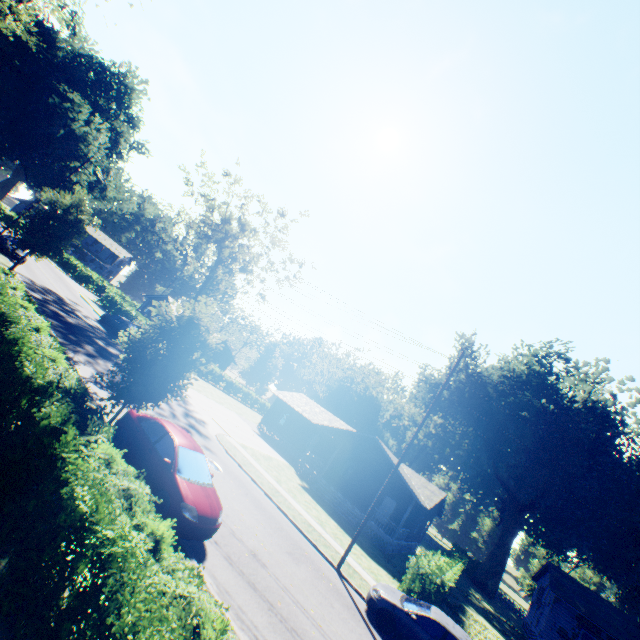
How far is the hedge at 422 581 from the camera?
15.41m

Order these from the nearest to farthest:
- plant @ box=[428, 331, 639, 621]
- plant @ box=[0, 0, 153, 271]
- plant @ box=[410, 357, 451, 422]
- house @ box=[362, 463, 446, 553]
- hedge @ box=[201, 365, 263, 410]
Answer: plant @ box=[0, 0, 153, 271] < house @ box=[362, 463, 446, 553] < plant @ box=[428, 331, 639, 621] < hedge @ box=[201, 365, 263, 410] < plant @ box=[410, 357, 451, 422]

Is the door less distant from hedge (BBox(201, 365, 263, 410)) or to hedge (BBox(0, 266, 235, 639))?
hedge (BBox(201, 365, 263, 410))

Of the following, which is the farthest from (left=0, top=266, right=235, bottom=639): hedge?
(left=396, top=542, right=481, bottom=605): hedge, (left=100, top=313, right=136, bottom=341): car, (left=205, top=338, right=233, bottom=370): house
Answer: (left=205, top=338, right=233, bottom=370): house

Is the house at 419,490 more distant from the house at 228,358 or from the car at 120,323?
the house at 228,358

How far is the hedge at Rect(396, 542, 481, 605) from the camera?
15.4m

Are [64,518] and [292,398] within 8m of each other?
no

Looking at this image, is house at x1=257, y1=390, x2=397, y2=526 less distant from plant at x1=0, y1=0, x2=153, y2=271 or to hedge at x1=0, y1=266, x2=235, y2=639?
plant at x1=0, y1=0, x2=153, y2=271
